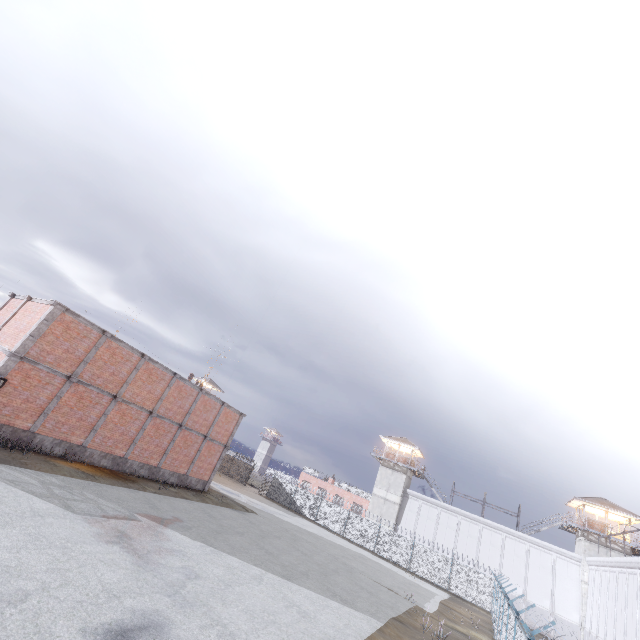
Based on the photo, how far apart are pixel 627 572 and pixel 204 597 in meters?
33.6

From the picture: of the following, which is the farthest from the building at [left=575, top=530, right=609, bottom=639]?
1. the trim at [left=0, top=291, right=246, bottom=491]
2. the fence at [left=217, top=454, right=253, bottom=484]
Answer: the trim at [left=0, top=291, right=246, bottom=491]

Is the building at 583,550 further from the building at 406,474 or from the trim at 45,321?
the trim at 45,321

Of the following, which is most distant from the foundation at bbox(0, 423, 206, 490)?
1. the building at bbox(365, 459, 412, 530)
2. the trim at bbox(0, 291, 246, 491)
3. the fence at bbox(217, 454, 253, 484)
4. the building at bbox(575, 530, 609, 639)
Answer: the building at bbox(575, 530, 609, 639)

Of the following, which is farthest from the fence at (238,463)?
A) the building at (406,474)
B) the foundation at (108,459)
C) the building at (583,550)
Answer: the foundation at (108,459)

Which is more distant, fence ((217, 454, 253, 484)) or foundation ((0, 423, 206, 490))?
fence ((217, 454, 253, 484))

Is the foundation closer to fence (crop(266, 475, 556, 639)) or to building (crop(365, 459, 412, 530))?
fence (crop(266, 475, 556, 639))
